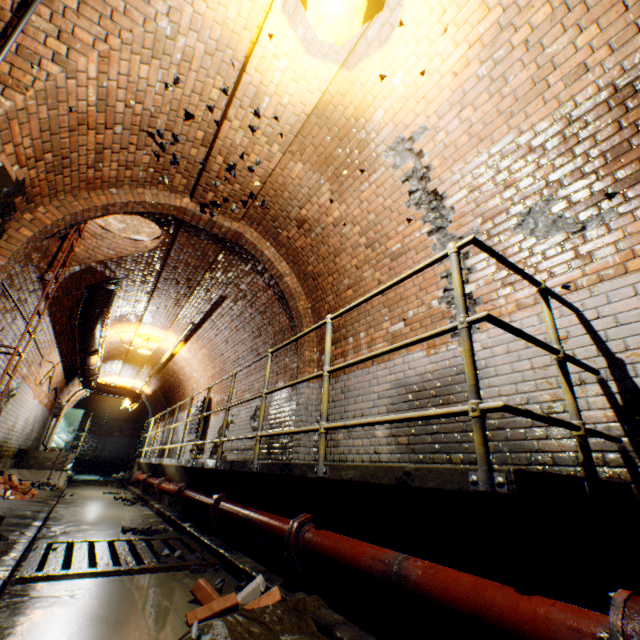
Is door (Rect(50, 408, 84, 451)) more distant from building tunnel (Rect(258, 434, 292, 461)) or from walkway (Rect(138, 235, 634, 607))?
walkway (Rect(138, 235, 634, 607))

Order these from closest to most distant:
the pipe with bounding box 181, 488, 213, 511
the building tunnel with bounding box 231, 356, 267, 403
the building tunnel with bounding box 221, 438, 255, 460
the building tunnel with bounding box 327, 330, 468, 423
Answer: the building tunnel with bounding box 327, 330, 468, 423 → the pipe with bounding box 181, 488, 213, 511 → the building tunnel with bounding box 221, 438, 255, 460 → the building tunnel with bounding box 231, 356, 267, 403

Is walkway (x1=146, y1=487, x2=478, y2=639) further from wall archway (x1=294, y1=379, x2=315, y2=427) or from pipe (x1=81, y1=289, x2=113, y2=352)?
pipe (x1=81, y1=289, x2=113, y2=352)

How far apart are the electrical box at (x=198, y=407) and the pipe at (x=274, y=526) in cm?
642

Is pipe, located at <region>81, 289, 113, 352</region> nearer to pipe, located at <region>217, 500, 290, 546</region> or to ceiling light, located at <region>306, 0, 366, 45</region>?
pipe, located at <region>217, 500, 290, 546</region>

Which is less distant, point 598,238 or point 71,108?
point 71,108

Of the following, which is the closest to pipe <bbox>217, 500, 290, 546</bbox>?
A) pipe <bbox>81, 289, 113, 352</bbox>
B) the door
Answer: the door

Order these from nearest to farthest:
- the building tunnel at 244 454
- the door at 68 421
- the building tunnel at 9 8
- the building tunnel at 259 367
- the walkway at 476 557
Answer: the walkway at 476 557, the building tunnel at 9 8, the building tunnel at 244 454, the building tunnel at 259 367, the door at 68 421
